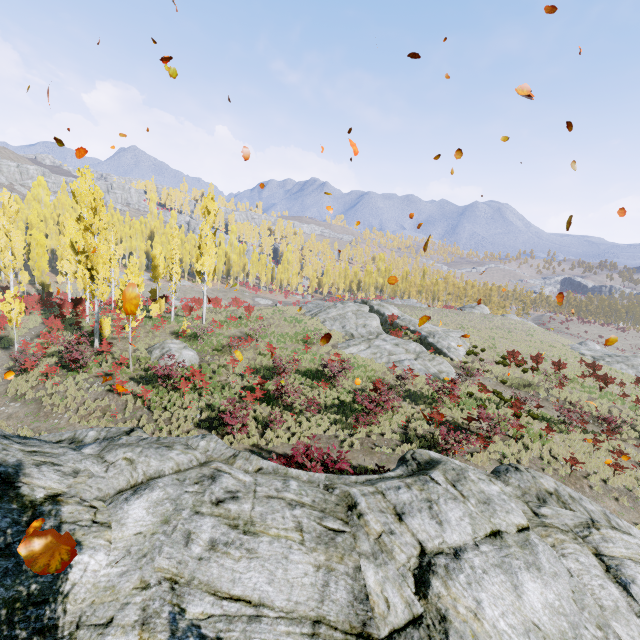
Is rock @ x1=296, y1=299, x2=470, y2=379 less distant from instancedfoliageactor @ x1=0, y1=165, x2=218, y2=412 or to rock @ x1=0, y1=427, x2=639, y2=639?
instancedfoliageactor @ x1=0, y1=165, x2=218, y2=412

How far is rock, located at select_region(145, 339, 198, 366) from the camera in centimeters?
2100cm

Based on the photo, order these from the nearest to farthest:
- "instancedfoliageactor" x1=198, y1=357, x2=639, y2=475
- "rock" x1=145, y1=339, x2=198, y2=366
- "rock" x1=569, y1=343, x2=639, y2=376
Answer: "instancedfoliageactor" x1=198, y1=357, x2=639, y2=475
"rock" x1=145, y1=339, x2=198, y2=366
"rock" x1=569, y1=343, x2=639, y2=376

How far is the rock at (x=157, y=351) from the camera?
21.0m

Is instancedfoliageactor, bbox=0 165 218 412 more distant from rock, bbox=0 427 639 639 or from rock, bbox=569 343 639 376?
rock, bbox=569 343 639 376

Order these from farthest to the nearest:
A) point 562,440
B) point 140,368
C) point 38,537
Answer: point 140,368 < point 562,440 < point 38,537

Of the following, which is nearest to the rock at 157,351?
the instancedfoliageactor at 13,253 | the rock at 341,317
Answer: the instancedfoliageactor at 13,253

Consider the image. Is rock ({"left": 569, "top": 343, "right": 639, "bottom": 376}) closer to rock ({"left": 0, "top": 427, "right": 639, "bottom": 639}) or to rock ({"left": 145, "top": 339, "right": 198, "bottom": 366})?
rock ({"left": 0, "top": 427, "right": 639, "bottom": 639})
